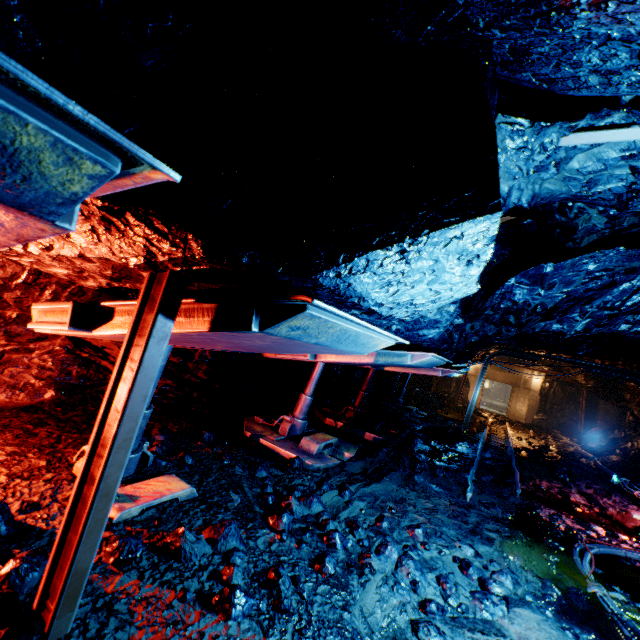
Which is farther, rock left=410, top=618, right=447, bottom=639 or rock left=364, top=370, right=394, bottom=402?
rock left=364, top=370, right=394, bottom=402

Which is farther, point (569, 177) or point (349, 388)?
point (349, 388)

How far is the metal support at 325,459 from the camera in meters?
5.2

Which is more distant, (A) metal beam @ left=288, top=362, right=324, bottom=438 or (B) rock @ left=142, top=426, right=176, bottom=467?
(A) metal beam @ left=288, top=362, right=324, bottom=438

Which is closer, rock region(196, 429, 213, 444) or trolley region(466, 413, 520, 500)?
rock region(196, 429, 213, 444)

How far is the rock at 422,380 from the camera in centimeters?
1827cm

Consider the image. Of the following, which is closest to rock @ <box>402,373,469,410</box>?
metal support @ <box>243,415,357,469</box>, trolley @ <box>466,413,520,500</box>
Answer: trolley @ <box>466,413,520,500</box>

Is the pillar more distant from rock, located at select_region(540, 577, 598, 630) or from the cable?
the cable
